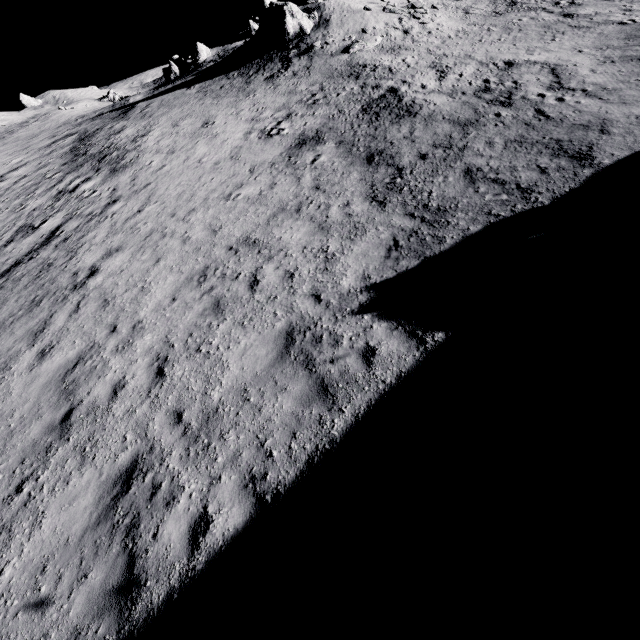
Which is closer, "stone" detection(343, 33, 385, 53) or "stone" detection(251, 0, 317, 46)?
"stone" detection(343, 33, 385, 53)

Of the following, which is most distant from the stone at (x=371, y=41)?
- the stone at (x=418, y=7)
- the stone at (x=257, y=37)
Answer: the stone at (x=257, y=37)

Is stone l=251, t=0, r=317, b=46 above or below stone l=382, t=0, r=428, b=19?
above

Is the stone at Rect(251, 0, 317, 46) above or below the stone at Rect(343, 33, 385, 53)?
above

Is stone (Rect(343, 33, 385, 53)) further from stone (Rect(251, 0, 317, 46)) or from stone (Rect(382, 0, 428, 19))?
stone (Rect(251, 0, 317, 46))

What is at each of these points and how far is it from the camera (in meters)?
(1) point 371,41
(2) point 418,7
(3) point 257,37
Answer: (1) stone, 23.23
(2) stone, 26.09
(3) stone, 29.25

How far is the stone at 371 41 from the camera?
23.0 meters

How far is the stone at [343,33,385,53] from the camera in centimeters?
2298cm
